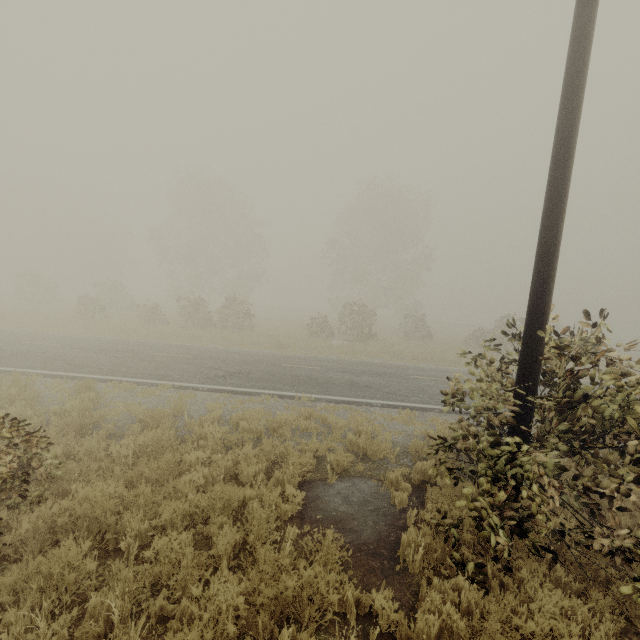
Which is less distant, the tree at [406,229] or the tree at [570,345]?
the tree at [570,345]

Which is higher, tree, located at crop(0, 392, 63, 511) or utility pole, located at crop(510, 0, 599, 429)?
utility pole, located at crop(510, 0, 599, 429)

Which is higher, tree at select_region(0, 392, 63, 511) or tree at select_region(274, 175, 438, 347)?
tree at select_region(274, 175, 438, 347)

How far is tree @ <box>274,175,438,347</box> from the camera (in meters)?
26.45

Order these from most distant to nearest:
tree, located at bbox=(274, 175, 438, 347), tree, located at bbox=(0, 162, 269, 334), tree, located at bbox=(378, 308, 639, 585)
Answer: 1. tree, located at bbox=(274, 175, 438, 347)
2. tree, located at bbox=(0, 162, 269, 334)
3. tree, located at bbox=(378, 308, 639, 585)

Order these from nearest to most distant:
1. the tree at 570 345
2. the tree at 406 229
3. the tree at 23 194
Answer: the tree at 570 345
the tree at 23 194
the tree at 406 229

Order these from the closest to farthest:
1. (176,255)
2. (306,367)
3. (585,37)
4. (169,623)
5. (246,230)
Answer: (169,623)
(585,37)
(306,367)
(176,255)
(246,230)
